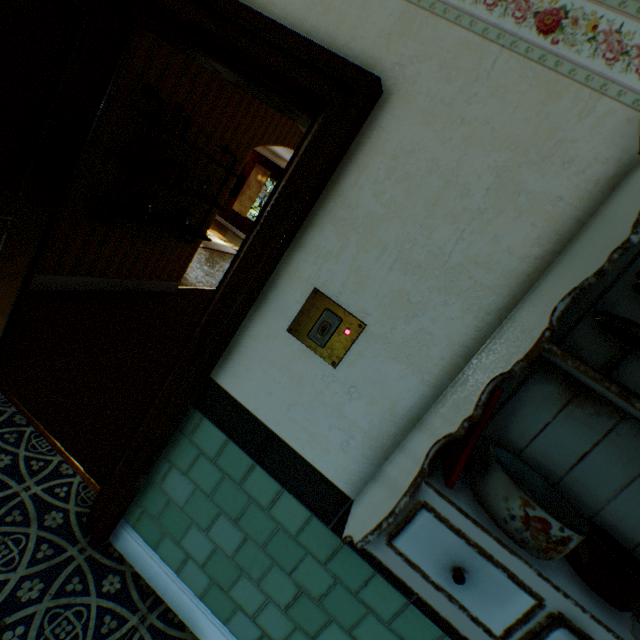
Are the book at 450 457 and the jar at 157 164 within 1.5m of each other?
no

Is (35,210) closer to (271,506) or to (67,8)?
(67,8)

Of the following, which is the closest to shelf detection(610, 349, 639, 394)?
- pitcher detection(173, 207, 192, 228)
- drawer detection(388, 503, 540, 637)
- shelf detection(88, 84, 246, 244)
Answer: drawer detection(388, 503, 540, 637)

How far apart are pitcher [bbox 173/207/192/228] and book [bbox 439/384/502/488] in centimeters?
360cm

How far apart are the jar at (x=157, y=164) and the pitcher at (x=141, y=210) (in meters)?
0.25

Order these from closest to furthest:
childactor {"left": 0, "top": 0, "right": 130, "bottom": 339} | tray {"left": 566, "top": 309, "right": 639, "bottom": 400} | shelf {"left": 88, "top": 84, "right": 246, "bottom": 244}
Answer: tray {"left": 566, "top": 309, "right": 639, "bottom": 400} < childactor {"left": 0, "top": 0, "right": 130, "bottom": 339} < shelf {"left": 88, "top": 84, "right": 246, "bottom": 244}

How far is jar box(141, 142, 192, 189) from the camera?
2.95m

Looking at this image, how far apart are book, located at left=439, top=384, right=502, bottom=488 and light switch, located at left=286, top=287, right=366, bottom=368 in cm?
43
